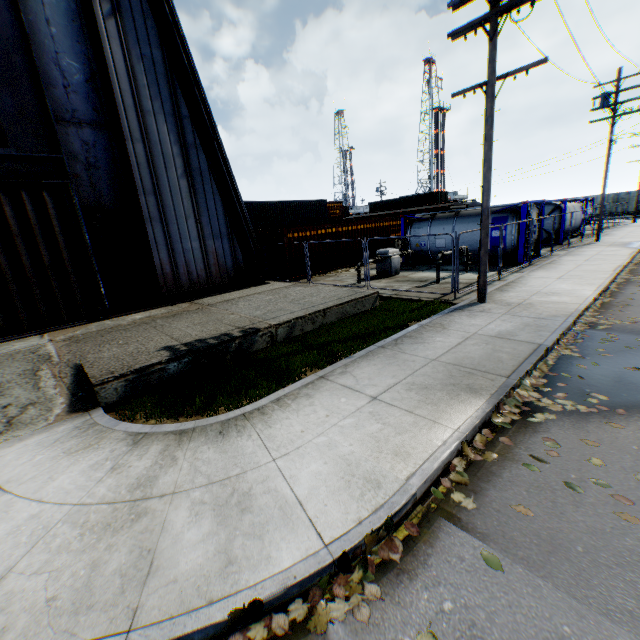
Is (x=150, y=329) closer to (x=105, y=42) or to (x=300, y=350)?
(x=300, y=350)

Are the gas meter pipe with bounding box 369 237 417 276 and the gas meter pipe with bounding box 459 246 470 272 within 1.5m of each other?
no

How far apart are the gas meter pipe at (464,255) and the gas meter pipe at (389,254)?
2.82m

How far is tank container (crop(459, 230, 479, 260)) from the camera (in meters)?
17.05

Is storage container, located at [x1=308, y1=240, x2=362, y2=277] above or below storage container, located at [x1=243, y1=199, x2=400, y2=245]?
below

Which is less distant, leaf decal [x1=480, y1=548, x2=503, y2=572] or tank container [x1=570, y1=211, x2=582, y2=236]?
leaf decal [x1=480, y1=548, x2=503, y2=572]

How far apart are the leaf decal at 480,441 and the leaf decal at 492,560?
0.43m

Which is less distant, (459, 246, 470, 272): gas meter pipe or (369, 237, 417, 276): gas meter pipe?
(459, 246, 470, 272): gas meter pipe
